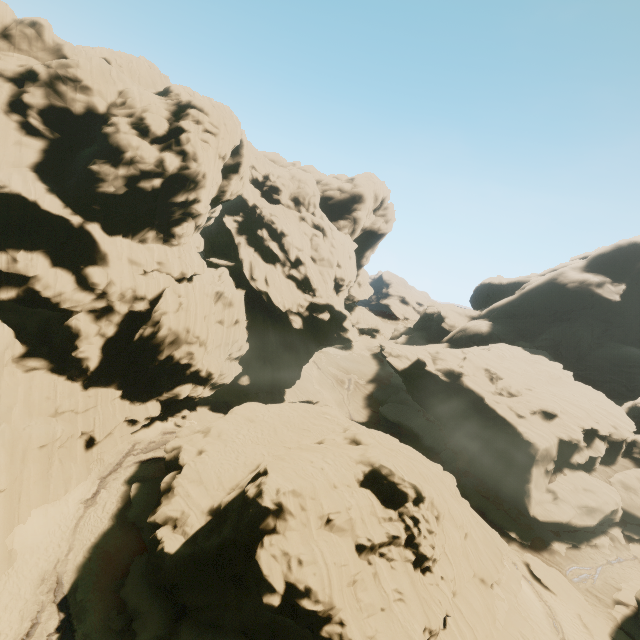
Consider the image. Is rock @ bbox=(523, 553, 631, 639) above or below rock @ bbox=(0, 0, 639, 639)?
below

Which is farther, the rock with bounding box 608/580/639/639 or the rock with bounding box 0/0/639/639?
the rock with bounding box 608/580/639/639

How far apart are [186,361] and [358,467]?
24.8m

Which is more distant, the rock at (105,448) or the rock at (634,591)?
the rock at (634,591)

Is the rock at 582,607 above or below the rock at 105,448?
below
